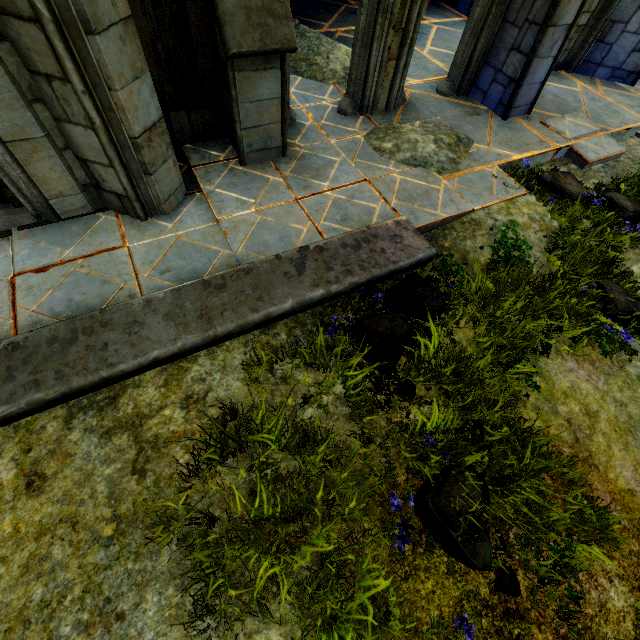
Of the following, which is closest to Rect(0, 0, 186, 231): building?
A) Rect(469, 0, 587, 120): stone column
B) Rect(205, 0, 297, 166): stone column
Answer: Rect(205, 0, 297, 166): stone column

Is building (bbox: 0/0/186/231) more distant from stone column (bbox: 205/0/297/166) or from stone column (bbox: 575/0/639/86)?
stone column (bbox: 575/0/639/86)

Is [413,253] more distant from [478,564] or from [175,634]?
[175,634]

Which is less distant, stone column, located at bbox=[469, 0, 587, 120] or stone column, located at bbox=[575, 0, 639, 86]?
stone column, located at bbox=[469, 0, 587, 120]

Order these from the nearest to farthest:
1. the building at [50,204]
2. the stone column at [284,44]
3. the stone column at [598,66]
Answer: the building at [50,204]
the stone column at [284,44]
the stone column at [598,66]

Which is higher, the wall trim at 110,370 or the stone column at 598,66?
the stone column at 598,66

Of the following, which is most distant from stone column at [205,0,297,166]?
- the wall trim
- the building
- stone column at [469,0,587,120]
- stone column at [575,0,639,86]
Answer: stone column at [575,0,639,86]

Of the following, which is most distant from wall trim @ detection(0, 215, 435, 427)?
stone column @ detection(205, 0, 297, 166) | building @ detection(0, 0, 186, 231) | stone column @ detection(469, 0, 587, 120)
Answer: stone column @ detection(469, 0, 587, 120)
